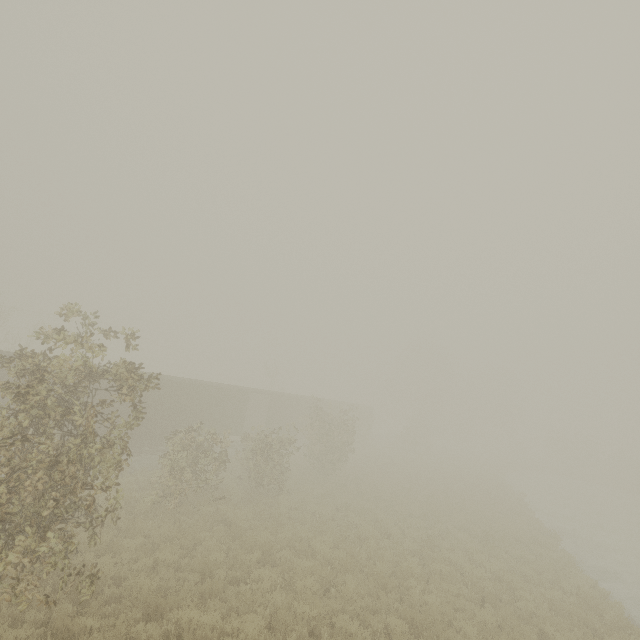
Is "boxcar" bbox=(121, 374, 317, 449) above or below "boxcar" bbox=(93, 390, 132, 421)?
below

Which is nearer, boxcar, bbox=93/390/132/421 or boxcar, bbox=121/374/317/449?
boxcar, bbox=93/390/132/421

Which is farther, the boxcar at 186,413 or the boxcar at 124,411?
the boxcar at 186,413

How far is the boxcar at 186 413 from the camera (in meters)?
20.11

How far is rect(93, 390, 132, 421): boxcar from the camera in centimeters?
1744cm

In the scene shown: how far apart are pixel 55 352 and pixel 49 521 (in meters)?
59.33
